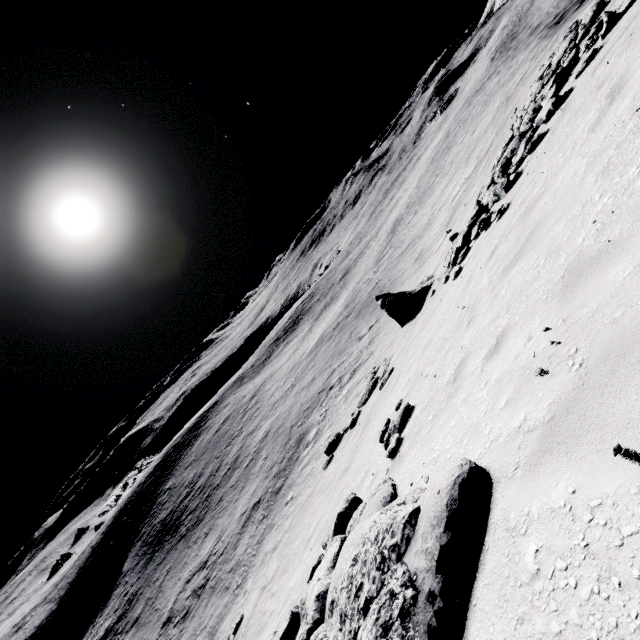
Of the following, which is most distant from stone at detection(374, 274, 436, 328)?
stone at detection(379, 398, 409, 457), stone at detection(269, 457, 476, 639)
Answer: stone at detection(269, 457, 476, 639)

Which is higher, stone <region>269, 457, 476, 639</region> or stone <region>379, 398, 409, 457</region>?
stone <region>269, 457, 476, 639</region>

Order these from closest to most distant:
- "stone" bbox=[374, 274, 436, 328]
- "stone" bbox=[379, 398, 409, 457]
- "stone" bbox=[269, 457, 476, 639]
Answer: "stone" bbox=[269, 457, 476, 639] < "stone" bbox=[379, 398, 409, 457] < "stone" bbox=[374, 274, 436, 328]

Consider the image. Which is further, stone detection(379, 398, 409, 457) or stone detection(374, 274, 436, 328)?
stone detection(374, 274, 436, 328)

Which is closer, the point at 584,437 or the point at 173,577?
the point at 584,437

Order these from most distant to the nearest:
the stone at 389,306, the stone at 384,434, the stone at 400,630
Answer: the stone at 389,306, the stone at 384,434, the stone at 400,630

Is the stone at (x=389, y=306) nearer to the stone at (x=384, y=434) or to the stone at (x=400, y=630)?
the stone at (x=384, y=434)
